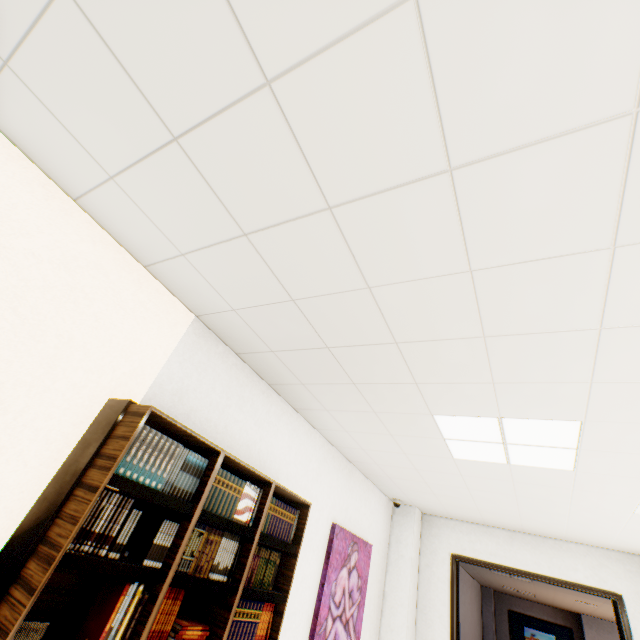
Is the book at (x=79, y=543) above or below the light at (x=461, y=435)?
below

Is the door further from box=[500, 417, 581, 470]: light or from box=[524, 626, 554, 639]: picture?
box=[524, 626, 554, 639]: picture

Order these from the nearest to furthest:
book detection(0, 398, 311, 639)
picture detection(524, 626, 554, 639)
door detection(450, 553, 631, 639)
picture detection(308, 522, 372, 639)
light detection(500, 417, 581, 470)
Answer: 1. book detection(0, 398, 311, 639)
2. light detection(500, 417, 581, 470)
3. picture detection(308, 522, 372, 639)
4. door detection(450, 553, 631, 639)
5. picture detection(524, 626, 554, 639)

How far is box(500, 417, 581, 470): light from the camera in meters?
2.3

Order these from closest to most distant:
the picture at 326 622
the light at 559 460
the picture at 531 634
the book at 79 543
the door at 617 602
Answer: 1. the book at 79 543
2. the light at 559 460
3. the picture at 326 622
4. the door at 617 602
5. the picture at 531 634

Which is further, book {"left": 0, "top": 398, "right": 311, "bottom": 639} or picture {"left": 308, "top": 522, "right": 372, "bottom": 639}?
picture {"left": 308, "top": 522, "right": 372, "bottom": 639}

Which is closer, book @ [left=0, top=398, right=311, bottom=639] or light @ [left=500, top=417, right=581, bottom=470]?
book @ [left=0, top=398, right=311, bottom=639]

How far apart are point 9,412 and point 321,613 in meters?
3.5 m
